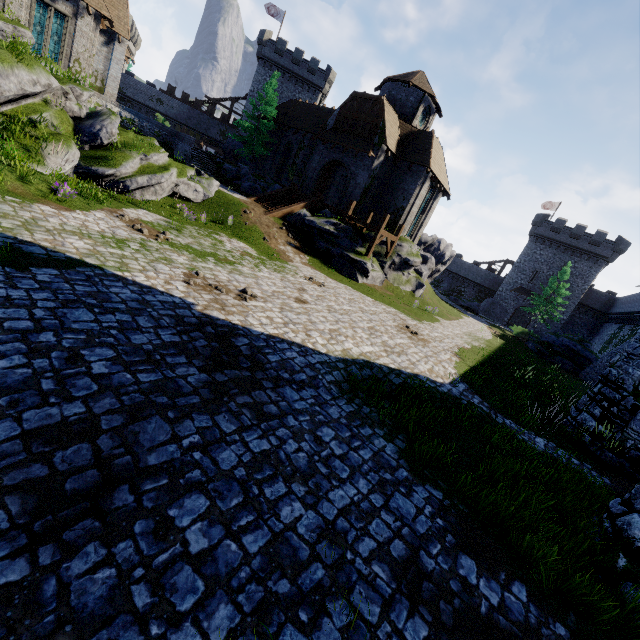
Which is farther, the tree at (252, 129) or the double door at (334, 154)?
the tree at (252, 129)

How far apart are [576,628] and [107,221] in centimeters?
1454cm

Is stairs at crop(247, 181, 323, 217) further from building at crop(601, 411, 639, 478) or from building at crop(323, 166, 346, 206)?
building at crop(601, 411, 639, 478)

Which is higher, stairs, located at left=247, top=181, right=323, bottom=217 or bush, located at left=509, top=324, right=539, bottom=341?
stairs, located at left=247, top=181, right=323, bottom=217

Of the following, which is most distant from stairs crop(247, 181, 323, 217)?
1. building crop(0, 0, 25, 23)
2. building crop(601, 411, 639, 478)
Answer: building crop(601, 411, 639, 478)

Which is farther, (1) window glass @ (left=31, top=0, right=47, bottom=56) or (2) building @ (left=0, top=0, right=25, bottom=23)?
(1) window glass @ (left=31, top=0, right=47, bottom=56)

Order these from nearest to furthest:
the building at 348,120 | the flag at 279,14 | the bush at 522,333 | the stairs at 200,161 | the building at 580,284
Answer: the building at 348,120
the stairs at 200,161
the bush at 522,333
the building at 580,284
the flag at 279,14

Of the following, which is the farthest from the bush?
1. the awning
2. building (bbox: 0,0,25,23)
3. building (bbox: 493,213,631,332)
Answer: building (bbox: 0,0,25,23)
